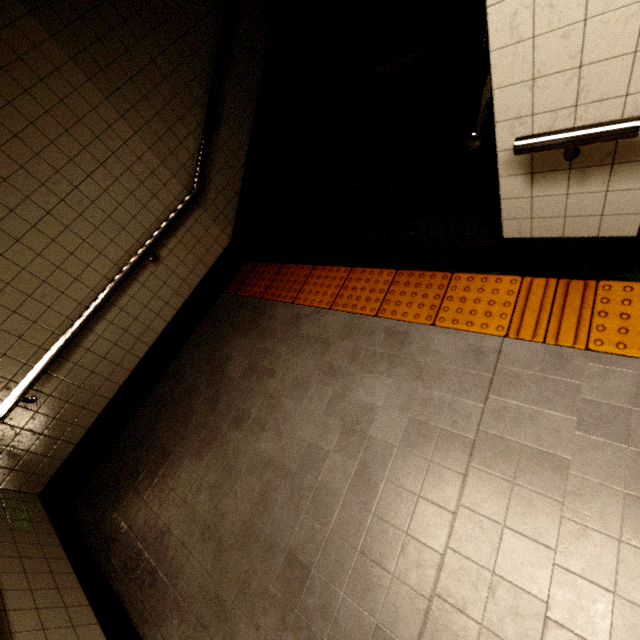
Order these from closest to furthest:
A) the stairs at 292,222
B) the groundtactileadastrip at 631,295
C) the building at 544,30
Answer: the building at 544,30 < the groundtactileadastrip at 631,295 < the stairs at 292,222

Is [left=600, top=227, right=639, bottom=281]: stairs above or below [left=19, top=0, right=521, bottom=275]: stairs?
below

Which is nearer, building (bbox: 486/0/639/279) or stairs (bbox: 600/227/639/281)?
building (bbox: 486/0/639/279)

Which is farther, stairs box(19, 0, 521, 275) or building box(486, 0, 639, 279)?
stairs box(19, 0, 521, 275)

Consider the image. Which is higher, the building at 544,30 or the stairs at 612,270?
the building at 544,30

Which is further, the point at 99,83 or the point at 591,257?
the point at 99,83

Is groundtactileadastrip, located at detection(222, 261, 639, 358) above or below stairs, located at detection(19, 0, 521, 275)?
below

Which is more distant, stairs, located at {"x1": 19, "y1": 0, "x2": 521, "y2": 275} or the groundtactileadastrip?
stairs, located at {"x1": 19, "y1": 0, "x2": 521, "y2": 275}
